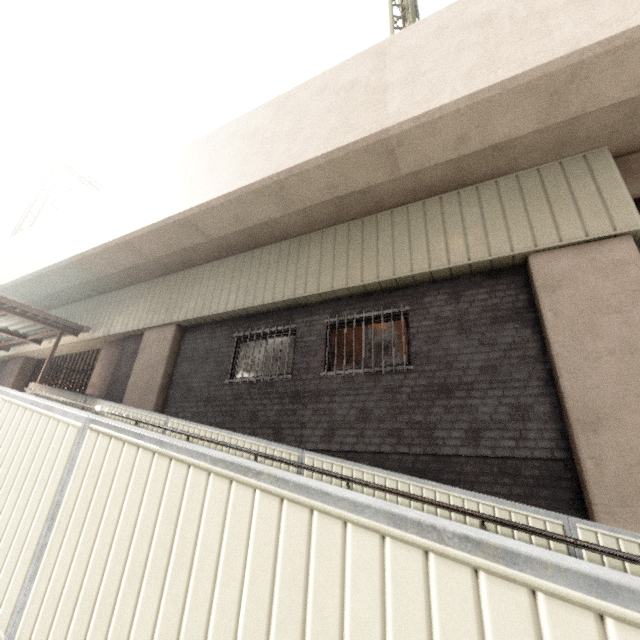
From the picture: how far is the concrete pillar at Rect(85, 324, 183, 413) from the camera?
8.53m

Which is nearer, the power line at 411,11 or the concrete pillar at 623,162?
the concrete pillar at 623,162

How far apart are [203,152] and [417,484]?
9.05m

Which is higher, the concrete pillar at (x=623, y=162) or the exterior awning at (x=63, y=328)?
the concrete pillar at (x=623, y=162)

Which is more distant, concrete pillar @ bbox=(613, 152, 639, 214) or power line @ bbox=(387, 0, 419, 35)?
power line @ bbox=(387, 0, 419, 35)

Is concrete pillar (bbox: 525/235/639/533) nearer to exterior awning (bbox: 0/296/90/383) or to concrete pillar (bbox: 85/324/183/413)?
concrete pillar (bbox: 85/324/183/413)

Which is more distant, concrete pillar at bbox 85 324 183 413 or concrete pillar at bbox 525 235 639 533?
concrete pillar at bbox 85 324 183 413

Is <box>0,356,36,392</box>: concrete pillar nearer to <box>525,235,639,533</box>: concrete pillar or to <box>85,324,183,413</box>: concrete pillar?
<box>85,324,183,413</box>: concrete pillar
